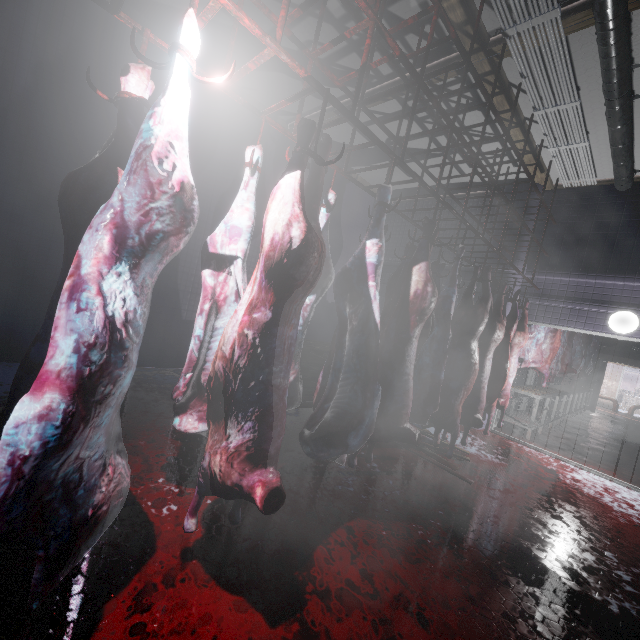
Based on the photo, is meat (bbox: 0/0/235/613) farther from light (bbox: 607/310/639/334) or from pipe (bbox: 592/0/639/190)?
light (bbox: 607/310/639/334)

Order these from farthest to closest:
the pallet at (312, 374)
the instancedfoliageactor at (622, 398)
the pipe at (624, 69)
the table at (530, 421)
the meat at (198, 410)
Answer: the instancedfoliageactor at (622, 398) < the table at (530, 421) < the pallet at (312, 374) < the pipe at (624, 69) < the meat at (198, 410)

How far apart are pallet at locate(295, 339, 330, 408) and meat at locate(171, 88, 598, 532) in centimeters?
178cm

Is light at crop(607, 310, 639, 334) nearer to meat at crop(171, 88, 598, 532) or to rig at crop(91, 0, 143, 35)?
rig at crop(91, 0, 143, 35)

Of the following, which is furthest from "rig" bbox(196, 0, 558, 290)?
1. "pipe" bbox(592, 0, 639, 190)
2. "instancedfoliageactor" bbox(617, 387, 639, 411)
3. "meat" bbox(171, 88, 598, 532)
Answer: "instancedfoliageactor" bbox(617, 387, 639, 411)

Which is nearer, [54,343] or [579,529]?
[54,343]

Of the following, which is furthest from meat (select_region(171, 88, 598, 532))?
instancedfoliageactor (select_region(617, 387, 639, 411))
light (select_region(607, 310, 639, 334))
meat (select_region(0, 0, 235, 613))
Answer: instancedfoliageactor (select_region(617, 387, 639, 411))

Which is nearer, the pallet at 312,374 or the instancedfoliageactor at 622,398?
the pallet at 312,374
